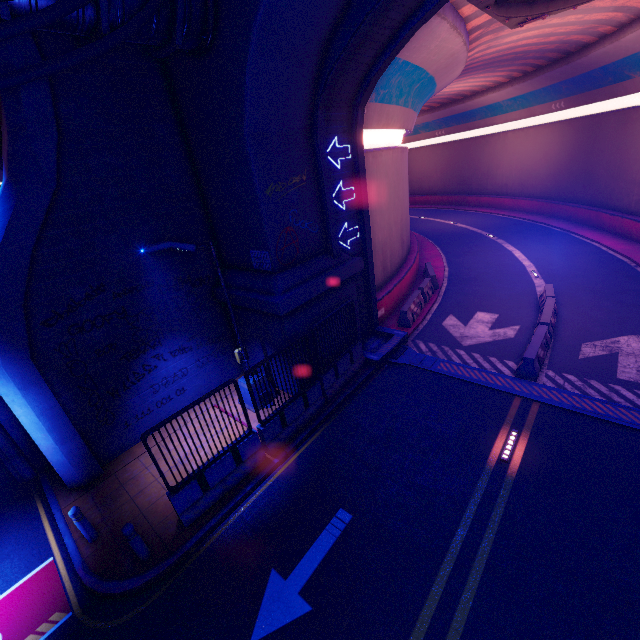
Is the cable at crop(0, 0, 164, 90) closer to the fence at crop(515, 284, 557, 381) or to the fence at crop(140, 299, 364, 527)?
the fence at crop(140, 299, 364, 527)

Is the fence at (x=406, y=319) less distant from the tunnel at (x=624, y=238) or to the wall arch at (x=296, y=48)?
the tunnel at (x=624, y=238)

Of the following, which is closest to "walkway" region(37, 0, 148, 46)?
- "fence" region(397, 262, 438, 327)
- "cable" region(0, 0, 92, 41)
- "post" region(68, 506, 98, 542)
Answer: "cable" region(0, 0, 92, 41)

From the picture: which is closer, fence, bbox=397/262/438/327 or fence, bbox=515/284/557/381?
fence, bbox=515/284/557/381

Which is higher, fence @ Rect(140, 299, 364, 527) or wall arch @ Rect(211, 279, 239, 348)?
wall arch @ Rect(211, 279, 239, 348)

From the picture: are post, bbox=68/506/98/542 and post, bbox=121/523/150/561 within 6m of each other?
yes

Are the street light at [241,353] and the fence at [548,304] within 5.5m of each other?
no

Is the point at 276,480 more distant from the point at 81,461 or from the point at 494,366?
the point at 494,366
